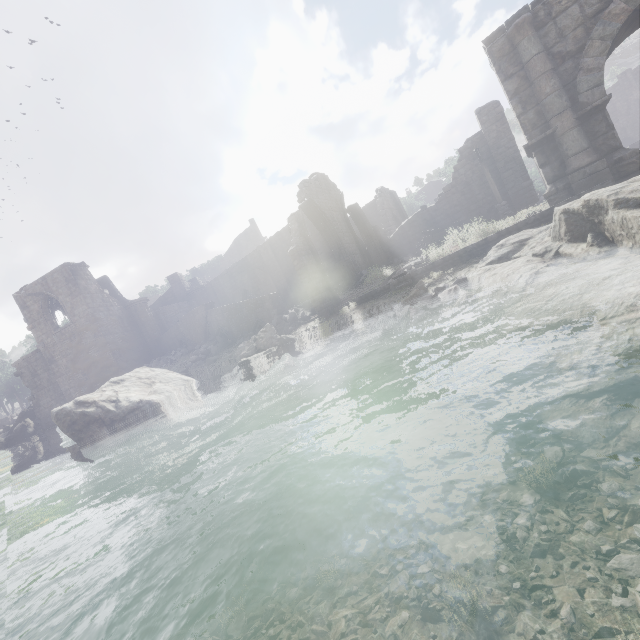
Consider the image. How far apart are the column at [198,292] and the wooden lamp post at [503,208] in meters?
27.9 m

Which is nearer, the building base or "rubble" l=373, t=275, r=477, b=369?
Result: "rubble" l=373, t=275, r=477, b=369

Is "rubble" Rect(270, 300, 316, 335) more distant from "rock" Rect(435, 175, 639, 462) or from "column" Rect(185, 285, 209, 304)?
"rock" Rect(435, 175, 639, 462)

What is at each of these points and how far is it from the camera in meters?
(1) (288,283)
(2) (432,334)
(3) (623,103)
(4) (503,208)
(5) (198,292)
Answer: (1) building, 30.2 m
(2) rubble, 8.4 m
(3) building, 44.5 m
(4) wooden lamp post, 19.0 m
(5) column, 35.2 m

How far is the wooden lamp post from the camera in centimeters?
1805cm

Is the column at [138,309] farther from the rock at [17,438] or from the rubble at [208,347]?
the rock at [17,438]

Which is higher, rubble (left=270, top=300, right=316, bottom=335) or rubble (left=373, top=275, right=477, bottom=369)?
rubble (left=270, top=300, right=316, bottom=335)

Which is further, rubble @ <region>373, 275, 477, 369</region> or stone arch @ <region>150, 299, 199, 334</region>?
stone arch @ <region>150, 299, 199, 334</region>
